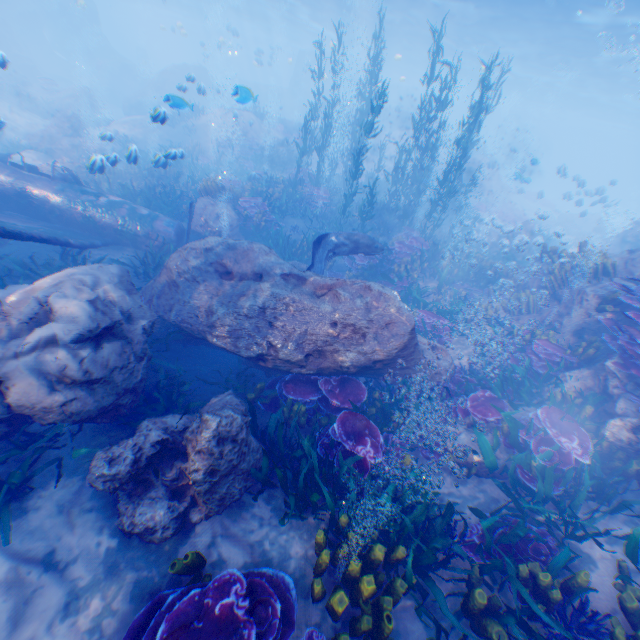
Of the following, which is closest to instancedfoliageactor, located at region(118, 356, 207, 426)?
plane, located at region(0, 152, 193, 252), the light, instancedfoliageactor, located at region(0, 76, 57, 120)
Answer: plane, located at region(0, 152, 193, 252)

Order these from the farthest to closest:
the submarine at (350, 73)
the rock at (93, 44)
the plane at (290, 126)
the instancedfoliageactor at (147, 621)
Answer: the submarine at (350, 73) → the plane at (290, 126) → the rock at (93, 44) → the instancedfoliageactor at (147, 621)

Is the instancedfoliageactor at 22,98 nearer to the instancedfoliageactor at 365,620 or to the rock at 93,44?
the rock at 93,44

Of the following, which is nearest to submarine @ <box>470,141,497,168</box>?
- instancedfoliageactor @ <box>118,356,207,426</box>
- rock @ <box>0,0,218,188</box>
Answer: rock @ <box>0,0,218,188</box>

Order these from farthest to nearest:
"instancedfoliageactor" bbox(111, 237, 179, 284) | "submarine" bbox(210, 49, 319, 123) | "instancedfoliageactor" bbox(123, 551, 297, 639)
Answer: "instancedfoliageactor" bbox(111, 237, 179, 284) < "submarine" bbox(210, 49, 319, 123) < "instancedfoliageactor" bbox(123, 551, 297, 639)

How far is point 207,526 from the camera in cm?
443

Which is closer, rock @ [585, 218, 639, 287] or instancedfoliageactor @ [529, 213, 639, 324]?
instancedfoliageactor @ [529, 213, 639, 324]

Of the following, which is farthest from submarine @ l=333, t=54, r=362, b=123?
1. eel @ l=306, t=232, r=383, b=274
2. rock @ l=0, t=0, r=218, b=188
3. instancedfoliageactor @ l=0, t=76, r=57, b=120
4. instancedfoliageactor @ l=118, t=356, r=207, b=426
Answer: instancedfoliageactor @ l=0, t=76, r=57, b=120
